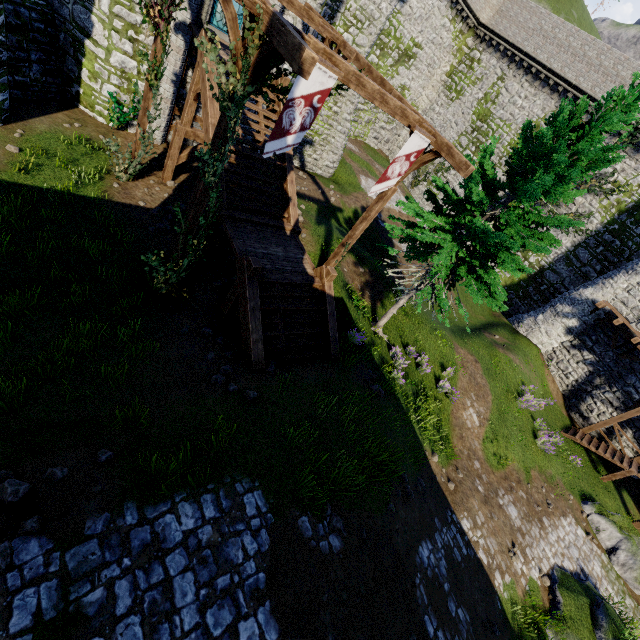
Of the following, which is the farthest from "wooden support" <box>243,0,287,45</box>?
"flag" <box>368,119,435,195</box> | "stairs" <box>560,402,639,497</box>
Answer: "stairs" <box>560,402,639,497</box>

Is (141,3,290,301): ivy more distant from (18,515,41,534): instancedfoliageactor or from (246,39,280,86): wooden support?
(18,515,41,534): instancedfoliageactor

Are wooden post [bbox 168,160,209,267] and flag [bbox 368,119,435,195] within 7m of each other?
yes

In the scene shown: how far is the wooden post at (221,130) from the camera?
6.6m

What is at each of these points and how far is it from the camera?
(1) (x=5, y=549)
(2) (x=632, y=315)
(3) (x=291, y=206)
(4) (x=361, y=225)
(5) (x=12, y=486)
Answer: (1) instancedfoliageactor, 3.5 meters
(2) building, 20.2 meters
(3) stairs, 12.3 meters
(4) wooden post, 11.4 meters
(5) instancedfoliageactor, 4.0 meters

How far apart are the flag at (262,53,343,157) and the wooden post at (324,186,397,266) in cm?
417

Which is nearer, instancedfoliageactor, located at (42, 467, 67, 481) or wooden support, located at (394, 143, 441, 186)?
instancedfoliageactor, located at (42, 467, 67, 481)

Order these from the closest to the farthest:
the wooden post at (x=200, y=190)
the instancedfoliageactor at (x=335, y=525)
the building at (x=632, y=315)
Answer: the instancedfoliageactor at (x=335, y=525) < the wooden post at (x=200, y=190) < the building at (x=632, y=315)
